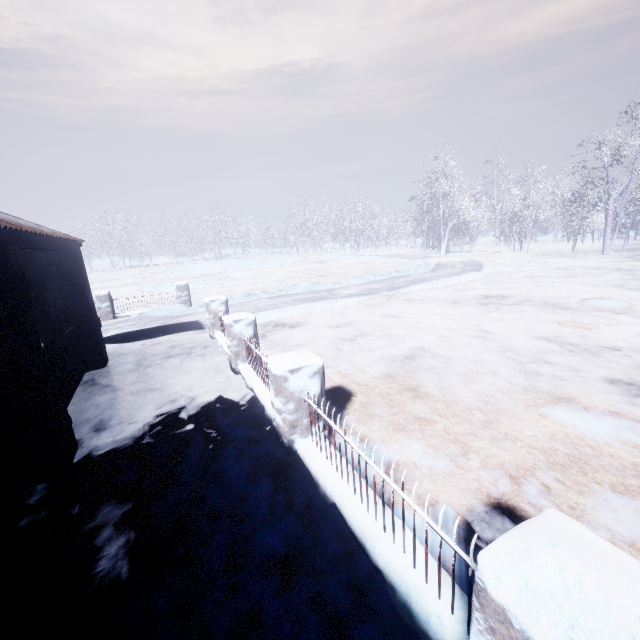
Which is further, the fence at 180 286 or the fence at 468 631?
the fence at 180 286

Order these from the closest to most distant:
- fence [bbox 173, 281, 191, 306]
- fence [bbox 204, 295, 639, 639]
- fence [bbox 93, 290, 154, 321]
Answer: fence [bbox 204, 295, 639, 639]
fence [bbox 93, 290, 154, 321]
fence [bbox 173, 281, 191, 306]

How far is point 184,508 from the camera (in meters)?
2.57

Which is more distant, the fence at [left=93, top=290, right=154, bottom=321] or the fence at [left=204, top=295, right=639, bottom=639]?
the fence at [left=93, top=290, right=154, bottom=321]

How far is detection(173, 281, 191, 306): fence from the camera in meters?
11.3 m
